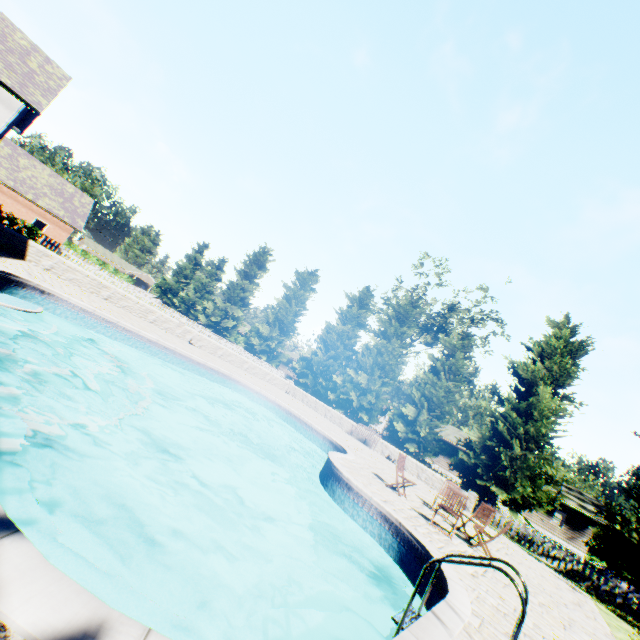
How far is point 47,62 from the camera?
20.9 meters

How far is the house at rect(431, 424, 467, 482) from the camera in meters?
38.7 m

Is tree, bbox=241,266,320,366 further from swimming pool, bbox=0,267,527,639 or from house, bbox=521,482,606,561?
swimming pool, bbox=0,267,527,639

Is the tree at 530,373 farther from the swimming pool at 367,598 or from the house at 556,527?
the swimming pool at 367,598

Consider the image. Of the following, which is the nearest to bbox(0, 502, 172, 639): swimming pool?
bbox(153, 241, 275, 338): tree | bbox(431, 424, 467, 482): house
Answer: bbox(153, 241, 275, 338): tree

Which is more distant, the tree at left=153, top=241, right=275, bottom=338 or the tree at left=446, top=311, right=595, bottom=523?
the tree at left=153, top=241, right=275, bottom=338
